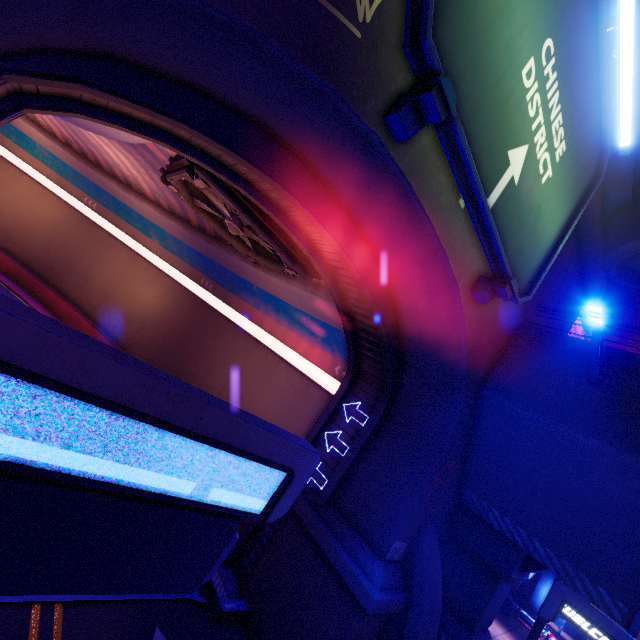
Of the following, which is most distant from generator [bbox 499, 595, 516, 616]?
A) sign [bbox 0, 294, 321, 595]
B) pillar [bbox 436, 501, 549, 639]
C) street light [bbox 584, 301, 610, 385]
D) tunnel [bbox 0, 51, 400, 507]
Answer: street light [bbox 584, 301, 610, 385]

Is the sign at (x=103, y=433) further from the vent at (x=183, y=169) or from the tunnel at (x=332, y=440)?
the vent at (x=183, y=169)

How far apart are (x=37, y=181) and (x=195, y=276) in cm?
1870

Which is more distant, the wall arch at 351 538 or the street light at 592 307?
the street light at 592 307

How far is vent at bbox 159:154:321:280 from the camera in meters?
9.9

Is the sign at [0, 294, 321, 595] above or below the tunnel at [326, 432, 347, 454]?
below

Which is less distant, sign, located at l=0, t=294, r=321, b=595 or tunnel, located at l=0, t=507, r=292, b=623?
sign, located at l=0, t=294, r=321, b=595

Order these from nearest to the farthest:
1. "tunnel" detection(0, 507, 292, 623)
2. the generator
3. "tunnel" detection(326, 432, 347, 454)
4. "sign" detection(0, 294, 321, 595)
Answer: "sign" detection(0, 294, 321, 595) → "tunnel" detection(0, 507, 292, 623) → "tunnel" detection(326, 432, 347, 454) → the generator
